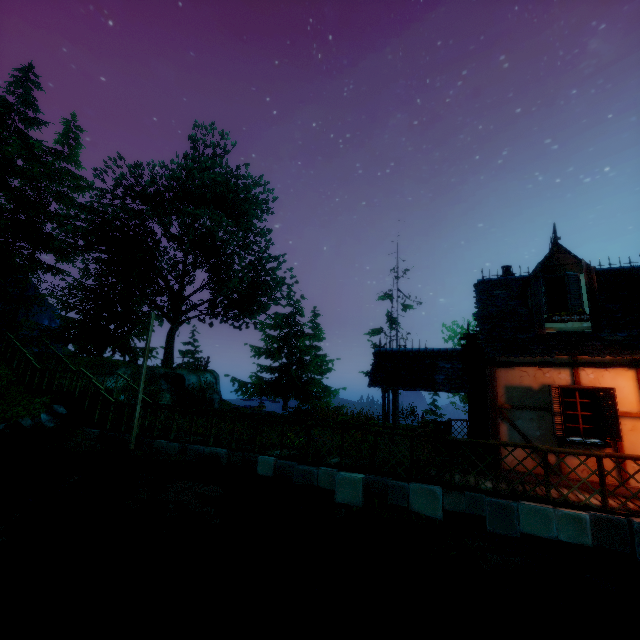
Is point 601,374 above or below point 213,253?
below

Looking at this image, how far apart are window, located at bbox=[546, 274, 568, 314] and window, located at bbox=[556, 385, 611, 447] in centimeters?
175cm

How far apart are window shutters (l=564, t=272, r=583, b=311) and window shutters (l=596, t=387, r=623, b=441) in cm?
190

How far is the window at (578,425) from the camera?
7.2 meters

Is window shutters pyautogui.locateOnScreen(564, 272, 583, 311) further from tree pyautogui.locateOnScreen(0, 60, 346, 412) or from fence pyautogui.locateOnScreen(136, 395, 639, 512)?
tree pyautogui.locateOnScreen(0, 60, 346, 412)

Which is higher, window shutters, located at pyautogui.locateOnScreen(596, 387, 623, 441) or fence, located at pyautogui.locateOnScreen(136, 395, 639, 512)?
window shutters, located at pyautogui.locateOnScreen(596, 387, 623, 441)

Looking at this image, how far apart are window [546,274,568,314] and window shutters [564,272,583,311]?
0.01m

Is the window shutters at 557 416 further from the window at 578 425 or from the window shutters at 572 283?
the window shutters at 572 283
